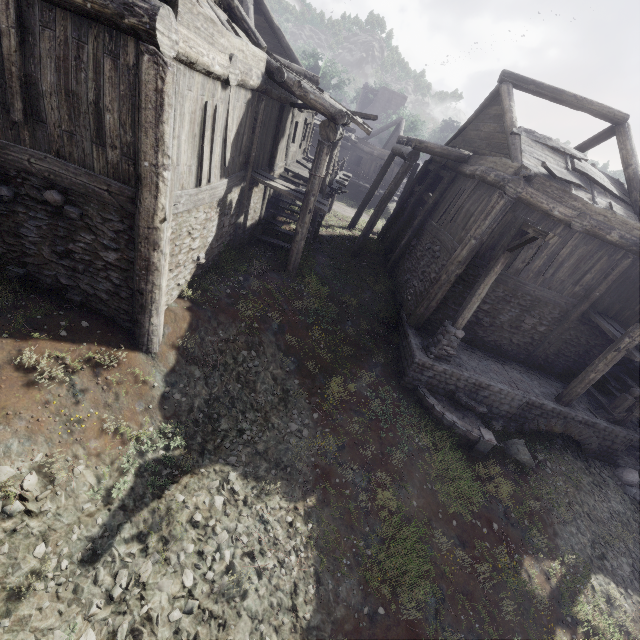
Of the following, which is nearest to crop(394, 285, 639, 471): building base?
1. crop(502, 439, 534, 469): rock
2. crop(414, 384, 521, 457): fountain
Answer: crop(414, 384, 521, 457): fountain

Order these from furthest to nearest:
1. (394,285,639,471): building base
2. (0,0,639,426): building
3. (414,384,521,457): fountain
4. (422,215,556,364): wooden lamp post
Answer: (394,285,639,471): building base < (414,384,521,457): fountain < (422,215,556,364): wooden lamp post < (0,0,639,426): building

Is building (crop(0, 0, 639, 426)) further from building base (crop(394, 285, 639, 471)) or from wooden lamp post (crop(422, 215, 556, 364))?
wooden lamp post (crop(422, 215, 556, 364))

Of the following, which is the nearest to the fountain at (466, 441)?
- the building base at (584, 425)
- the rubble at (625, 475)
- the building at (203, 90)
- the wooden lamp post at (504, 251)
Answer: the building base at (584, 425)

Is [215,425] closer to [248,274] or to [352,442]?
[352,442]

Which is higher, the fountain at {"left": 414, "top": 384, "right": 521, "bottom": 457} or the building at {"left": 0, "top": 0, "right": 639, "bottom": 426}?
the building at {"left": 0, "top": 0, "right": 639, "bottom": 426}

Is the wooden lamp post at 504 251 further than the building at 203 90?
Yes

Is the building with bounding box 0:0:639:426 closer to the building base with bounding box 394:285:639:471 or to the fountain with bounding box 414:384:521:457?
the building base with bounding box 394:285:639:471
